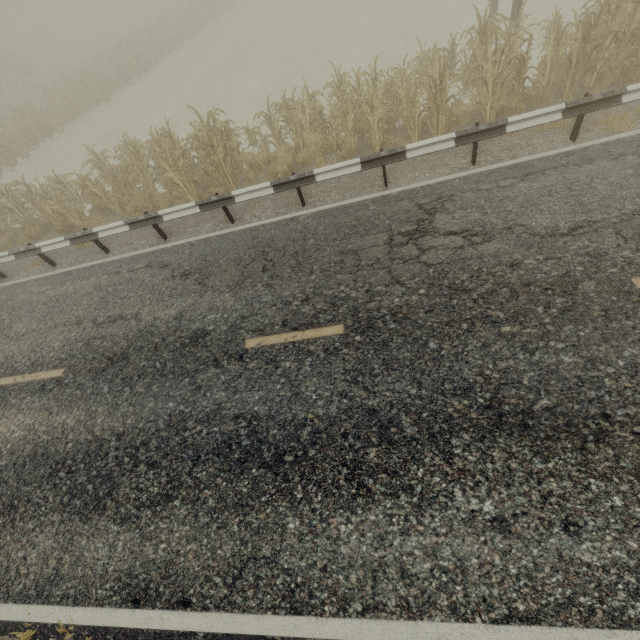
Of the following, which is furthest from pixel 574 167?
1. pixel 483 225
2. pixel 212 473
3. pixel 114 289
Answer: pixel 114 289

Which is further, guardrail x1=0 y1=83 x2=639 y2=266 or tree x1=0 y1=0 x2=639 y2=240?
tree x1=0 y1=0 x2=639 y2=240

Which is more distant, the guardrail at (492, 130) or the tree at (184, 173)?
the tree at (184, 173)
